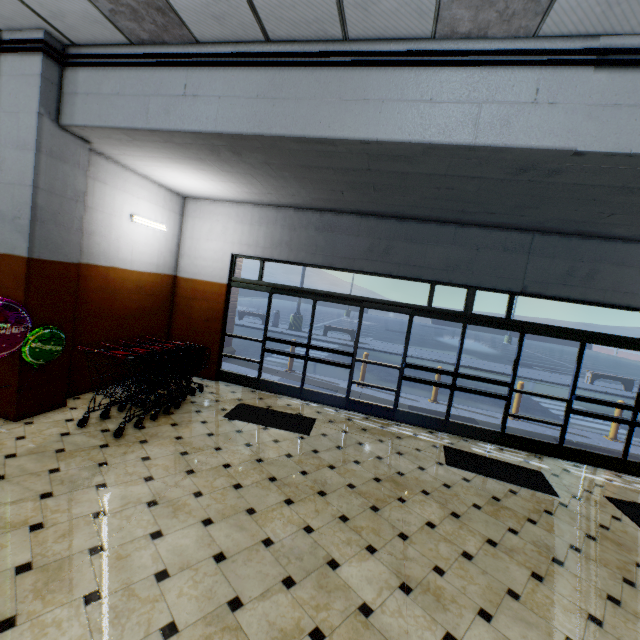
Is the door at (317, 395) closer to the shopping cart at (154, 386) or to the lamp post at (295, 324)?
the shopping cart at (154, 386)

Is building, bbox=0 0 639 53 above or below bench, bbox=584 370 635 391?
above

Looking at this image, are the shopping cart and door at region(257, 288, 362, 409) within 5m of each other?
yes

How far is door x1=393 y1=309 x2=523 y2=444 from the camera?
6.0m

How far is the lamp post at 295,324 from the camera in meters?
18.1 m

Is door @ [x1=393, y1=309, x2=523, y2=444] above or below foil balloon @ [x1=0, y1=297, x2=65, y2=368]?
below

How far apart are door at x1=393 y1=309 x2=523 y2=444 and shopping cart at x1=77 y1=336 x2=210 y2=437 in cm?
398

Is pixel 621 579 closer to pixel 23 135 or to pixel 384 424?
pixel 384 424
